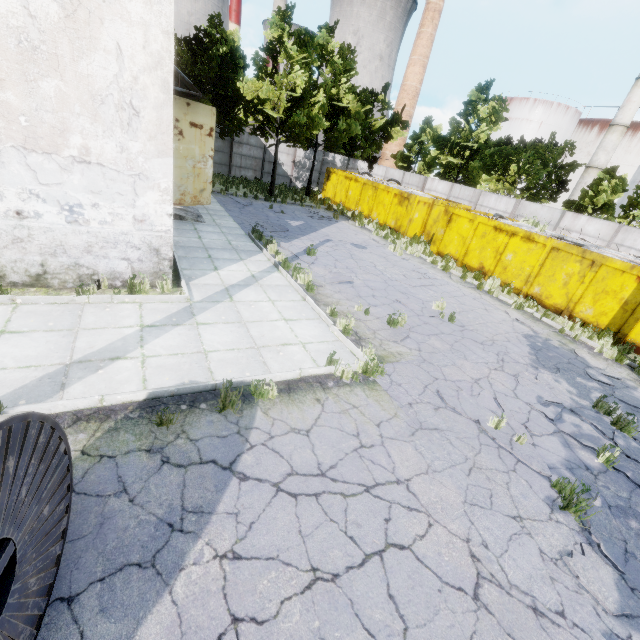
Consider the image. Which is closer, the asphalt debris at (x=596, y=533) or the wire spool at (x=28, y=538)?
the wire spool at (x=28, y=538)

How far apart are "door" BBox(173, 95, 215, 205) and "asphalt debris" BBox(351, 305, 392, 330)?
9.09m

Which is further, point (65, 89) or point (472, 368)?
point (472, 368)

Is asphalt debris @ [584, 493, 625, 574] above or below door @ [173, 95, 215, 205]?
below

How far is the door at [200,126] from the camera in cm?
1200

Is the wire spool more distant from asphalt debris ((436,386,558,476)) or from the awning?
the awning

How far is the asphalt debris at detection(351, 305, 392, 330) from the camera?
8.3m
